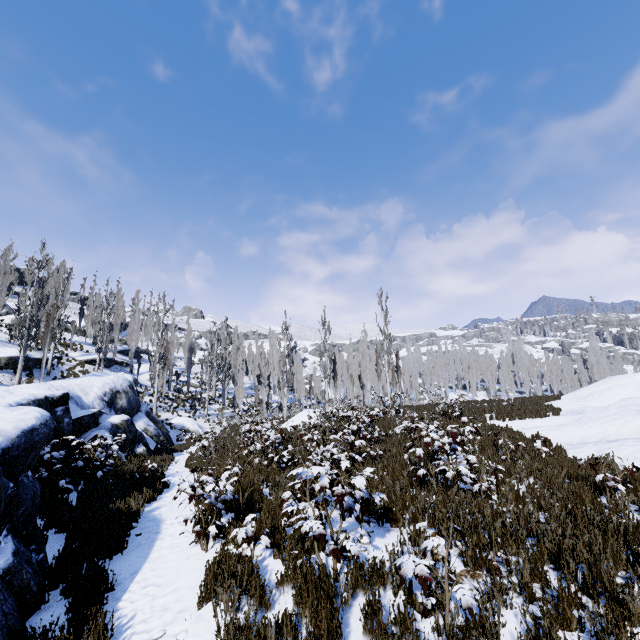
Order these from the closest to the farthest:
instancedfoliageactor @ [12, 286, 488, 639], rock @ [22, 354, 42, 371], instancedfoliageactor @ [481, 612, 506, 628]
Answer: instancedfoliageactor @ [481, 612, 506, 628]
instancedfoliageactor @ [12, 286, 488, 639]
rock @ [22, 354, 42, 371]

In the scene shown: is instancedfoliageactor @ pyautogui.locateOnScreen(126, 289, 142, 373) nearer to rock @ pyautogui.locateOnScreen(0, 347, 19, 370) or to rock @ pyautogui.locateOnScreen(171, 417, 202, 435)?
rock @ pyautogui.locateOnScreen(0, 347, 19, 370)

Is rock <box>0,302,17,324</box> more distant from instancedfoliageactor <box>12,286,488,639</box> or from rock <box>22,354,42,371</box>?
rock <box>22,354,42,371</box>

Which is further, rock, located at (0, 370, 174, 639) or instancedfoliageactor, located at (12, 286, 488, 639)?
rock, located at (0, 370, 174, 639)

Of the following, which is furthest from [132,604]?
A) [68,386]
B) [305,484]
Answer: [68,386]

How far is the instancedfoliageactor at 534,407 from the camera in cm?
1567

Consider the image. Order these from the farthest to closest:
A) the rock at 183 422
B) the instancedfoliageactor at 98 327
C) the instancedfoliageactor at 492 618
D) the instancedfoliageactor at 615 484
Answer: the instancedfoliageactor at 98 327 < the rock at 183 422 < the instancedfoliageactor at 615 484 < the instancedfoliageactor at 492 618

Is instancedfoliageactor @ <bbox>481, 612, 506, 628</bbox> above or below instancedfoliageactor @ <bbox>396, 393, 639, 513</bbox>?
below
